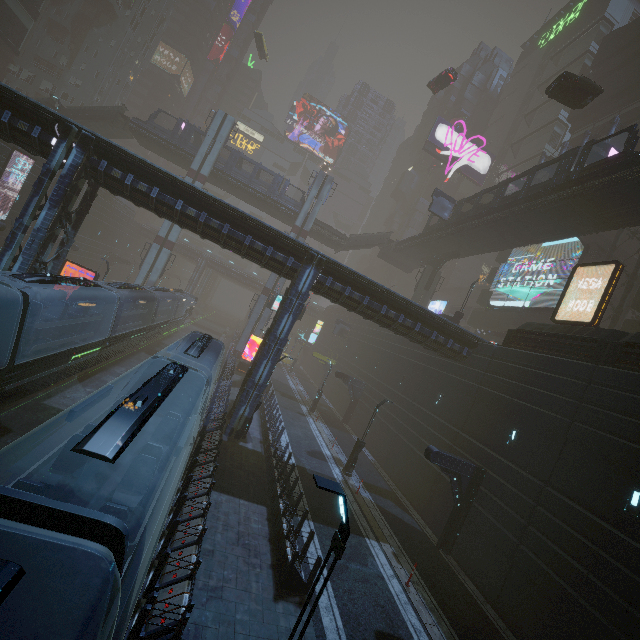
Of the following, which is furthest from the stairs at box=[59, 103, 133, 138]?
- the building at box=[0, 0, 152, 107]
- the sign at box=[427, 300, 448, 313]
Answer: the sign at box=[427, 300, 448, 313]

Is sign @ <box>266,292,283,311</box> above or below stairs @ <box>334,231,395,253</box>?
below

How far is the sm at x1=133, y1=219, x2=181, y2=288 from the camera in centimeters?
3834cm

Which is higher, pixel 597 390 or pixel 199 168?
pixel 199 168

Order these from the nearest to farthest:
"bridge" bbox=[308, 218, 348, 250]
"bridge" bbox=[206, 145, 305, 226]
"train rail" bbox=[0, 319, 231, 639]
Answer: "train rail" bbox=[0, 319, 231, 639]
"bridge" bbox=[206, 145, 305, 226]
"bridge" bbox=[308, 218, 348, 250]

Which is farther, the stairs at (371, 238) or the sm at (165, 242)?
the stairs at (371, 238)

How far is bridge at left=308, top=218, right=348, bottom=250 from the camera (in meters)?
43.91

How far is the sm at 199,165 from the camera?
38.8m
